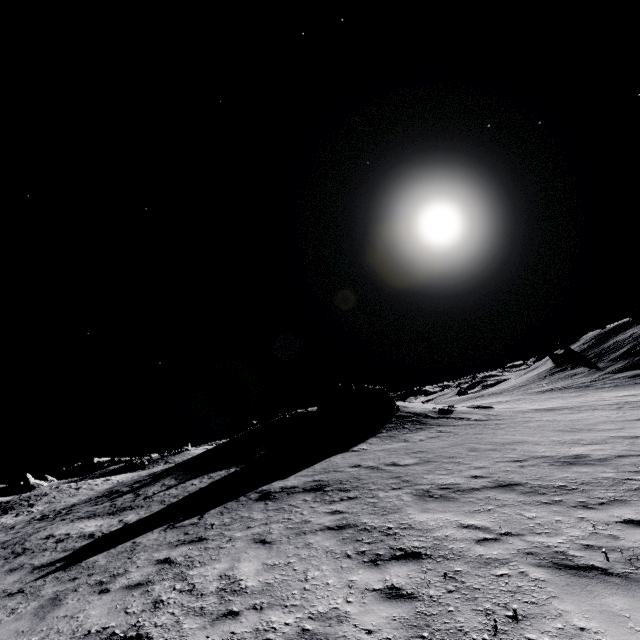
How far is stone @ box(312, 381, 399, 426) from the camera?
24.6 meters

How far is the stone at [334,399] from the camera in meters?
24.6

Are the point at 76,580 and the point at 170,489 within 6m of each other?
no
